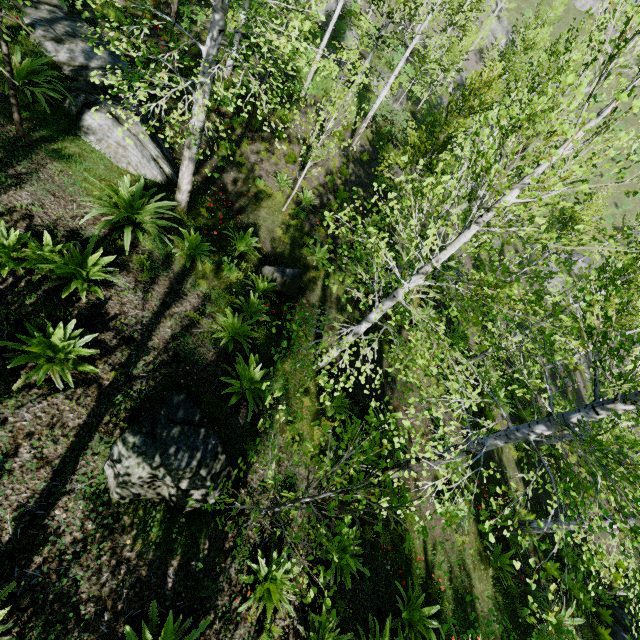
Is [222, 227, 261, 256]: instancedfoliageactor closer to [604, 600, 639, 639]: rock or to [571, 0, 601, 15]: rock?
[604, 600, 639, 639]: rock

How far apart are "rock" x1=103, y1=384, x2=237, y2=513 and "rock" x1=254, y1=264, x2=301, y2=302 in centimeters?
366cm

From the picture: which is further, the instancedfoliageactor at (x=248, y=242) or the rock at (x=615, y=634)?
the rock at (x=615, y=634)

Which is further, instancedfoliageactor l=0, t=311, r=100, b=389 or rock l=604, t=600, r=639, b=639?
rock l=604, t=600, r=639, b=639

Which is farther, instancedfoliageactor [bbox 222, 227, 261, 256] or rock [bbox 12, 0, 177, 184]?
instancedfoliageactor [bbox 222, 227, 261, 256]

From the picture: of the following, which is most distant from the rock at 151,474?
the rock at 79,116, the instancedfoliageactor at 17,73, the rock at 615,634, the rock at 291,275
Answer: the rock at 615,634

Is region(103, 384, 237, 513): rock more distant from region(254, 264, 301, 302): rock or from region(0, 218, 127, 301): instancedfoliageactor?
region(254, 264, 301, 302): rock

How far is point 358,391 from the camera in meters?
9.2
